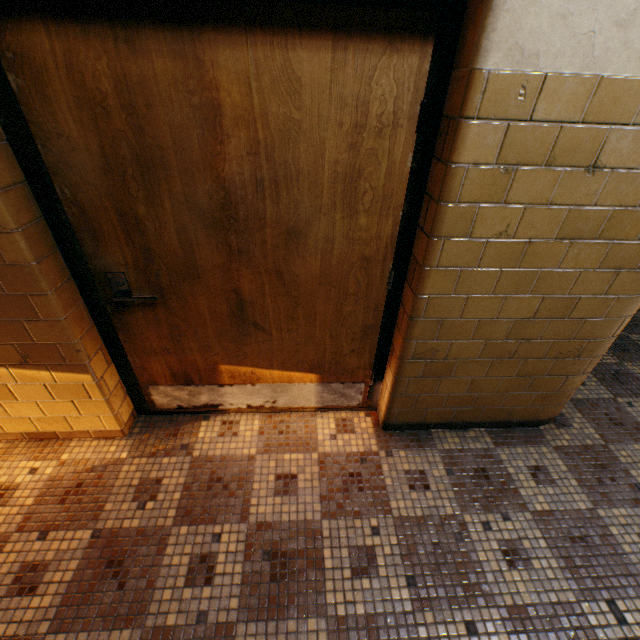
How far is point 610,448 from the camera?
2.2 meters
